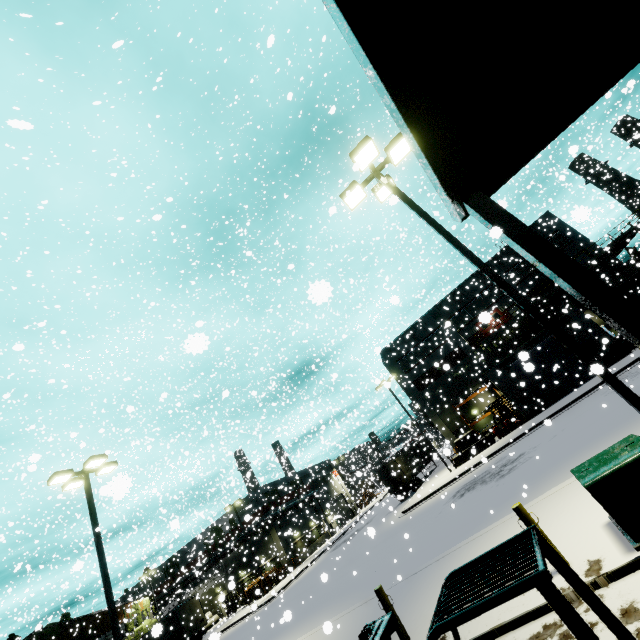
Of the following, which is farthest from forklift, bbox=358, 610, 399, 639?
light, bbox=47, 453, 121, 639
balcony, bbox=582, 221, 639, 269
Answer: balcony, bbox=582, 221, 639, 269

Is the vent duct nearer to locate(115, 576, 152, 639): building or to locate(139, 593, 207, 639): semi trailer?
locate(115, 576, 152, 639): building

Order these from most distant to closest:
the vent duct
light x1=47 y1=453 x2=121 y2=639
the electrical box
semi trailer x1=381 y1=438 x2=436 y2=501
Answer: semi trailer x1=381 y1=438 x2=436 y2=501 → the vent duct → light x1=47 y1=453 x2=121 y2=639 → the electrical box

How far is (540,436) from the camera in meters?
19.5

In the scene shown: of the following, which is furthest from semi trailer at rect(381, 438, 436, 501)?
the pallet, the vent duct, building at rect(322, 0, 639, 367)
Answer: the pallet

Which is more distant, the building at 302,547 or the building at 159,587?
the building at 159,587

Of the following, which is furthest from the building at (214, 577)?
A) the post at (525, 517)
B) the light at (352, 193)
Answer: the post at (525, 517)

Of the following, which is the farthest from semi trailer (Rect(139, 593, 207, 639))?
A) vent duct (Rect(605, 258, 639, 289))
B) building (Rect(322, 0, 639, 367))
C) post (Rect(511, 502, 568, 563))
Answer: post (Rect(511, 502, 568, 563))
